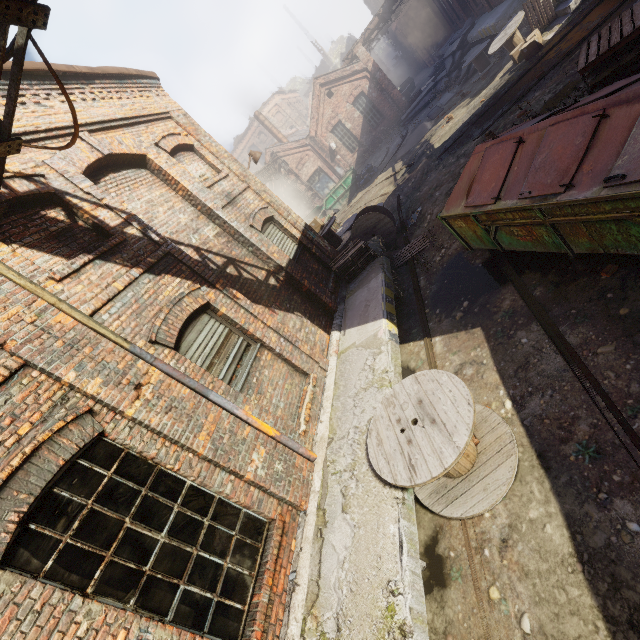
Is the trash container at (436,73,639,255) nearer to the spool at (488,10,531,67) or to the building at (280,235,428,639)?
the building at (280,235,428,639)

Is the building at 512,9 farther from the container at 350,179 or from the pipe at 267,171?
the pipe at 267,171

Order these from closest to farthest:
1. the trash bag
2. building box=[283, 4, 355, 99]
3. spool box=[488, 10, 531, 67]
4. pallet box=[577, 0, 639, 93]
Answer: pallet box=[577, 0, 639, 93]
spool box=[488, 10, 531, 67]
the trash bag
building box=[283, 4, 355, 99]

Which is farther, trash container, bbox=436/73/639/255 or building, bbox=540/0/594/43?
building, bbox=540/0/594/43

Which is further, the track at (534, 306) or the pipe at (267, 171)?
the pipe at (267, 171)

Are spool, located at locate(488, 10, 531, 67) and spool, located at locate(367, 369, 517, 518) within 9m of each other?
no

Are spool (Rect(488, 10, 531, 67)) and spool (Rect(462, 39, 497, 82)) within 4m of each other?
yes

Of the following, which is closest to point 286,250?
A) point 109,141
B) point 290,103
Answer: point 109,141
